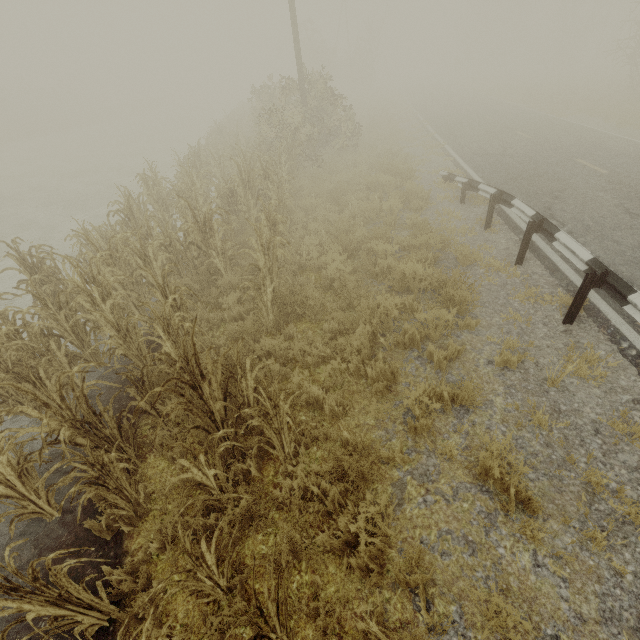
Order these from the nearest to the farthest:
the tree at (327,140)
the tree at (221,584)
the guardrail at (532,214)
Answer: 1. the tree at (221,584)
2. the tree at (327,140)
3. the guardrail at (532,214)

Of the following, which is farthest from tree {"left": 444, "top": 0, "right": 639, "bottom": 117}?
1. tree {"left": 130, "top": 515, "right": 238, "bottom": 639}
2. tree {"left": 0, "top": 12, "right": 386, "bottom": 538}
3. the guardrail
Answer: tree {"left": 130, "top": 515, "right": 238, "bottom": 639}

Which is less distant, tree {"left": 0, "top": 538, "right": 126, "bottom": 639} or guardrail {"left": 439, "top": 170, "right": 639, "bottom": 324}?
tree {"left": 0, "top": 538, "right": 126, "bottom": 639}

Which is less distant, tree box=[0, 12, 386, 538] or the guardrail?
tree box=[0, 12, 386, 538]

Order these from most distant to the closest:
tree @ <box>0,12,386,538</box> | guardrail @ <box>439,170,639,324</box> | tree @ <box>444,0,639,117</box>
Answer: tree @ <box>444,0,639,117</box> → guardrail @ <box>439,170,639,324</box> → tree @ <box>0,12,386,538</box>

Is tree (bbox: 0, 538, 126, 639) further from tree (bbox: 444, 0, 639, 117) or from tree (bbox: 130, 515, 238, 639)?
tree (bbox: 444, 0, 639, 117)

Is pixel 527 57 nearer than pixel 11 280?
No

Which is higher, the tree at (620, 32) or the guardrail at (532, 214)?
the tree at (620, 32)
